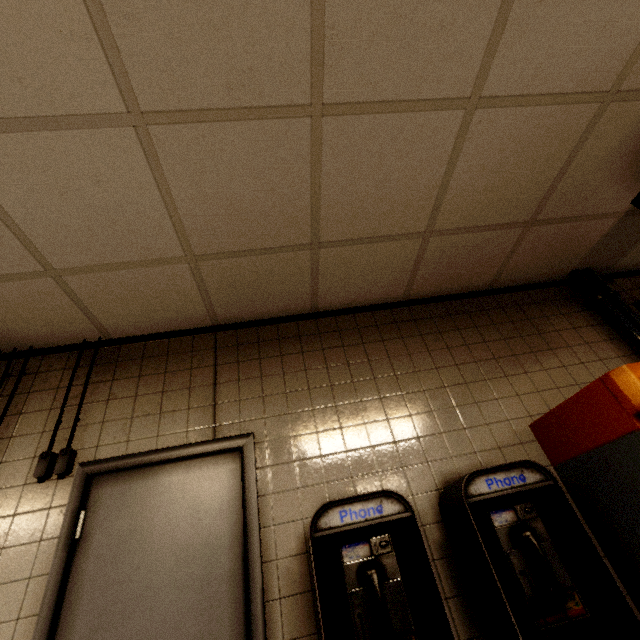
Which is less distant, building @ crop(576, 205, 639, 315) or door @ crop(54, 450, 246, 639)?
door @ crop(54, 450, 246, 639)

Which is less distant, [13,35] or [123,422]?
[13,35]

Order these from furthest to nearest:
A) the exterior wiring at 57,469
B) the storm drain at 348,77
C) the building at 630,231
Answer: the building at 630,231, the exterior wiring at 57,469, the storm drain at 348,77

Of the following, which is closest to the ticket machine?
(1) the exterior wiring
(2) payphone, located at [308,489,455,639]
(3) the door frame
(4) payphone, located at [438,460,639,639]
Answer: (4) payphone, located at [438,460,639,639]

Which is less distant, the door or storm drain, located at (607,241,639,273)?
the door

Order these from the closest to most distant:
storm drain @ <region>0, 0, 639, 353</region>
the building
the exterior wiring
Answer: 1. storm drain @ <region>0, 0, 639, 353</region>
2. the exterior wiring
3. the building

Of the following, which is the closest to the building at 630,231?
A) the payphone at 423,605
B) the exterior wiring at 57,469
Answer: the payphone at 423,605

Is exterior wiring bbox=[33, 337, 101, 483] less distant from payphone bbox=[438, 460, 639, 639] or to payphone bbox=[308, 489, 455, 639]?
payphone bbox=[308, 489, 455, 639]
